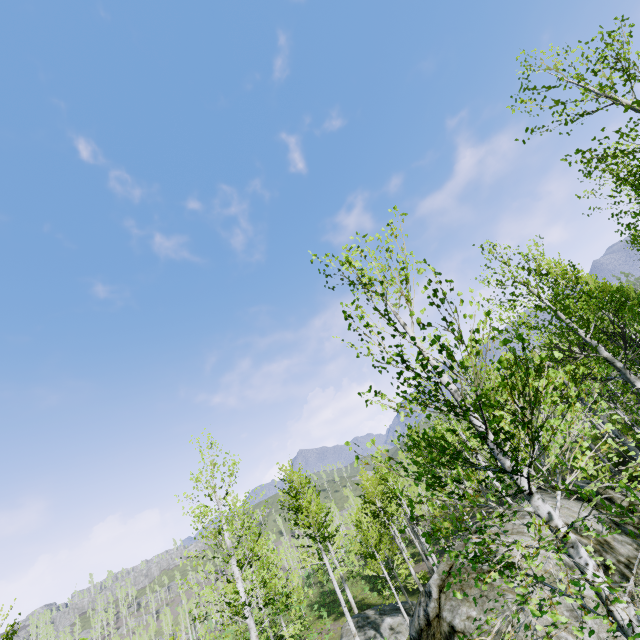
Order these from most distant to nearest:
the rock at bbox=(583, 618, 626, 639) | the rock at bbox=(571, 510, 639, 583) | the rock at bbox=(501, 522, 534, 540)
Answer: the rock at bbox=(501, 522, 534, 540) < the rock at bbox=(571, 510, 639, 583) < the rock at bbox=(583, 618, 626, 639)

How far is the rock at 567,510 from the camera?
8.70m

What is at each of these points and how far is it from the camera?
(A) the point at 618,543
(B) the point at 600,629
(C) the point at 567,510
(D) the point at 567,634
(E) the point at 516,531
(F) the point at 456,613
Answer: (A) rock, 8.2m
(B) rock, 6.5m
(C) rock, 9.1m
(D) rock, 6.6m
(E) rock, 8.8m
(F) rock, 7.9m

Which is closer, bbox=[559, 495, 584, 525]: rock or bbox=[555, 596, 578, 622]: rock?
bbox=[555, 596, 578, 622]: rock
